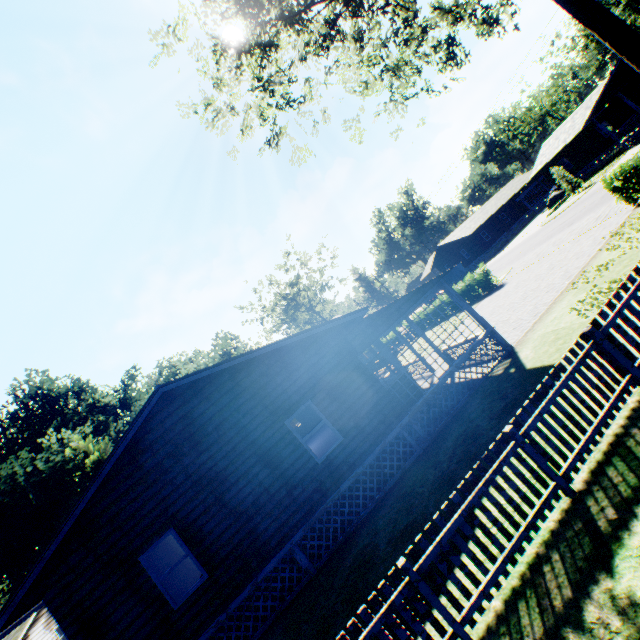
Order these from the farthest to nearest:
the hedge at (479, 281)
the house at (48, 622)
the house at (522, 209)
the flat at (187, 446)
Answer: the house at (522, 209) → the hedge at (479, 281) → the house at (48, 622) → the flat at (187, 446)

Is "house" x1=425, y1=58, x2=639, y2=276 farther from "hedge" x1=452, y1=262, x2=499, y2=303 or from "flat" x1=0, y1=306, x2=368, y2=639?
"flat" x1=0, y1=306, x2=368, y2=639

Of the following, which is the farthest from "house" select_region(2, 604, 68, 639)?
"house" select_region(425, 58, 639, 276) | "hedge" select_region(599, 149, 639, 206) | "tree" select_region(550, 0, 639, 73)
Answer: "house" select_region(425, 58, 639, 276)

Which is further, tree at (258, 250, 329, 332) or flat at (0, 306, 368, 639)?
tree at (258, 250, 329, 332)

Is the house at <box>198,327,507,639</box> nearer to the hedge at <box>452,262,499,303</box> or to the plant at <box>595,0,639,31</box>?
the hedge at <box>452,262,499,303</box>

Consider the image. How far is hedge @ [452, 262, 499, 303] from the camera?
23.67m

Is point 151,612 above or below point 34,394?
below

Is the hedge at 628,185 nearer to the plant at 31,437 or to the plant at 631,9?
the plant at 31,437
